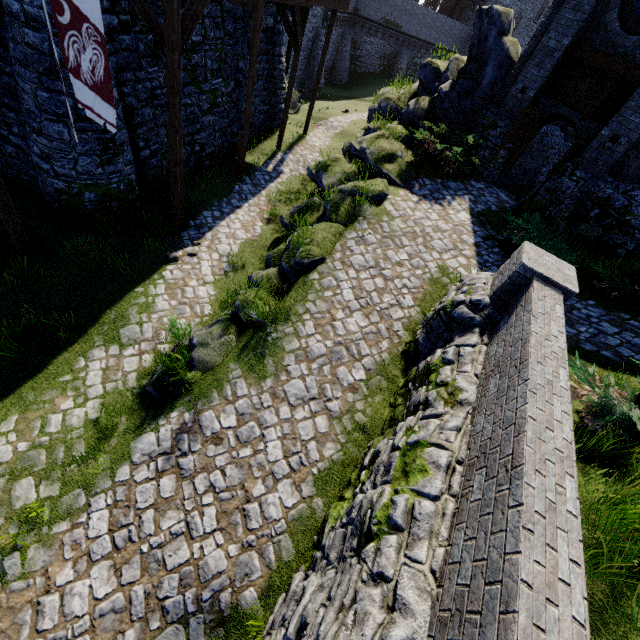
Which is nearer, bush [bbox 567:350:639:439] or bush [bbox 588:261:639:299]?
bush [bbox 567:350:639:439]

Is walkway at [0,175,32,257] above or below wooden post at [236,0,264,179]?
below

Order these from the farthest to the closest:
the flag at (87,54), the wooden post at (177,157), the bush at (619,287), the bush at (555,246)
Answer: the bush at (555,246), the bush at (619,287), the wooden post at (177,157), the flag at (87,54)

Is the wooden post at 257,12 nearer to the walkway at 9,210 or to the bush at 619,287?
the walkway at 9,210

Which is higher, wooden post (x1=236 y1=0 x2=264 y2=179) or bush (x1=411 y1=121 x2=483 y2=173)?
wooden post (x1=236 y1=0 x2=264 y2=179)

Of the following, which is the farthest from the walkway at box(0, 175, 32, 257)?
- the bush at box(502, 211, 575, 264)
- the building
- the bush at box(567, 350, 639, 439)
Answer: the bush at box(502, 211, 575, 264)

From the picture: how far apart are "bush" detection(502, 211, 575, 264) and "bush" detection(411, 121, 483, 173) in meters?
2.6 m

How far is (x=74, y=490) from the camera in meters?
5.1
